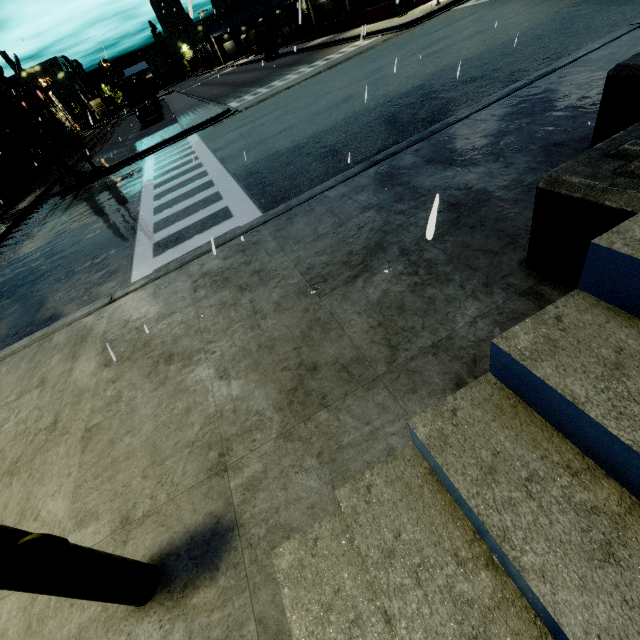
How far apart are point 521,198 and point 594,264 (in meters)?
2.70

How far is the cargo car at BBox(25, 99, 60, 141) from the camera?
32.2 meters

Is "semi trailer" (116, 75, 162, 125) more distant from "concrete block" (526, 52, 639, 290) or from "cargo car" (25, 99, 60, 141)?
"concrete block" (526, 52, 639, 290)

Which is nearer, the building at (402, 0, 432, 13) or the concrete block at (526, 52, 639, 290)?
the concrete block at (526, 52, 639, 290)

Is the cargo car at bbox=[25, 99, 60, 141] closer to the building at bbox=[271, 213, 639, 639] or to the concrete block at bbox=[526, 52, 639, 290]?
the building at bbox=[271, 213, 639, 639]

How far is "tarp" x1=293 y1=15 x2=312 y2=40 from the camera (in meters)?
34.88

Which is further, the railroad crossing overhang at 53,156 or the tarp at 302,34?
the tarp at 302,34

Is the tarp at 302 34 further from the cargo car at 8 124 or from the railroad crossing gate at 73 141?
the railroad crossing gate at 73 141
